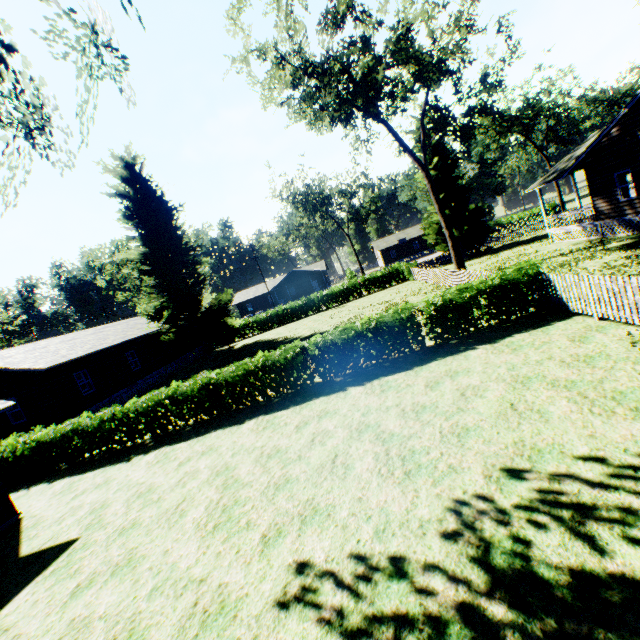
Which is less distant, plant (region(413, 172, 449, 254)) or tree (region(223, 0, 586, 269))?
tree (region(223, 0, 586, 269))

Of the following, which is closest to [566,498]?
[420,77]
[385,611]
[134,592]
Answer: [385,611]

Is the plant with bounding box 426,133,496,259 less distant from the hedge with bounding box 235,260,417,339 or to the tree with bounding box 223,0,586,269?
the tree with bounding box 223,0,586,269

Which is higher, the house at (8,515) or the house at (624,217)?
the house at (624,217)

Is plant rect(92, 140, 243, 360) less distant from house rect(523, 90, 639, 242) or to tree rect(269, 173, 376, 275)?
house rect(523, 90, 639, 242)

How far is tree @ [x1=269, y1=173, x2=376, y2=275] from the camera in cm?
4894

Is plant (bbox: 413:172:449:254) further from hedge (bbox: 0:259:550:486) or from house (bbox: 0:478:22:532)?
house (bbox: 0:478:22:532)

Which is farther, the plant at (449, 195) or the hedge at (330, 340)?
the plant at (449, 195)
